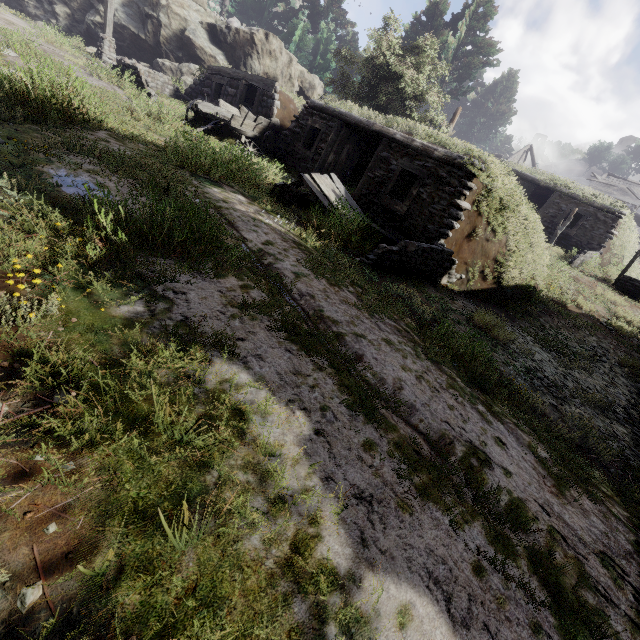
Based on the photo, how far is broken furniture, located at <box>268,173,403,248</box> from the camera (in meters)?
7.46

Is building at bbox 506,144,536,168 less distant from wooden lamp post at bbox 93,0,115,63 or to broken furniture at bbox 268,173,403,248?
broken furniture at bbox 268,173,403,248

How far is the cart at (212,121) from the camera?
11.24m

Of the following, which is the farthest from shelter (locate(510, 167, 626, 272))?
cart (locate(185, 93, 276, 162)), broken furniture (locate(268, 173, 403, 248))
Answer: cart (locate(185, 93, 276, 162))

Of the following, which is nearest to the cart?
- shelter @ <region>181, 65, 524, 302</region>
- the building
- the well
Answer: shelter @ <region>181, 65, 524, 302</region>

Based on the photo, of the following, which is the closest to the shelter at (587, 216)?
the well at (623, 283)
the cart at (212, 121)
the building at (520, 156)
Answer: the well at (623, 283)

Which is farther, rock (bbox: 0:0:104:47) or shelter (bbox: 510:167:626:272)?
rock (bbox: 0:0:104:47)

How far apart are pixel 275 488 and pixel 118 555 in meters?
0.8 m
